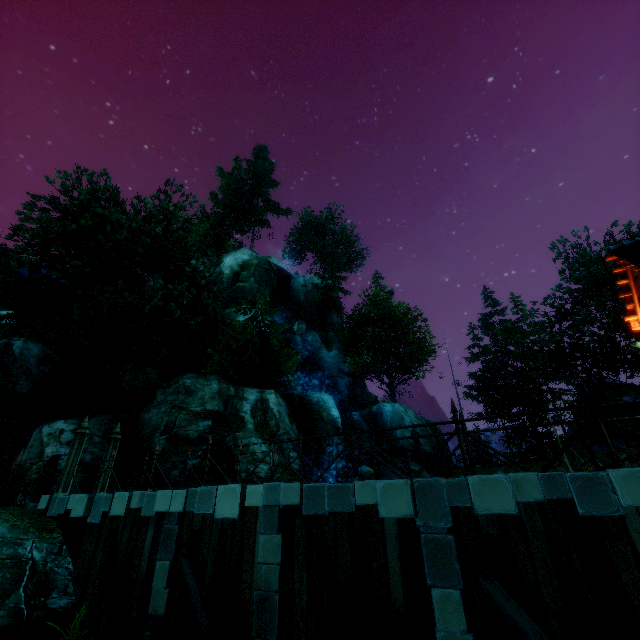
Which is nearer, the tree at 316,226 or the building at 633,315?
the building at 633,315

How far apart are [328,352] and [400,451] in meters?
12.3 m

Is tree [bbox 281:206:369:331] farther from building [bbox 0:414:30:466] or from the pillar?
the pillar

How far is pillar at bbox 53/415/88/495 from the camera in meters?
11.3 m

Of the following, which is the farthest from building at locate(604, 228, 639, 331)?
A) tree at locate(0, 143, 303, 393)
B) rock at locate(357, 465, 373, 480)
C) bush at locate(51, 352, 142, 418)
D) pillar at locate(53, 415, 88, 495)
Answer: bush at locate(51, 352, 142, 418)

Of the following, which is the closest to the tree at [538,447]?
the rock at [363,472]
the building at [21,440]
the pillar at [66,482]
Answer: the building at [21,440]

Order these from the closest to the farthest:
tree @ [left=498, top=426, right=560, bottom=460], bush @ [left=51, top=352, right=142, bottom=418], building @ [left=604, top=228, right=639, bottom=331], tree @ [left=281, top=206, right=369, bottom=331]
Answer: building @ [left=604, top=228, right=639, bottom=331]
bush @ [left=51, top=352, right=142, bottom=418]
tree @ [left=498, top=426, right=560, bottom=460]
tree @ [left=281, top=206, right=369, bottom=331]

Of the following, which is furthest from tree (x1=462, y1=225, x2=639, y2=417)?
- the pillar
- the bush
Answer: the pillar
